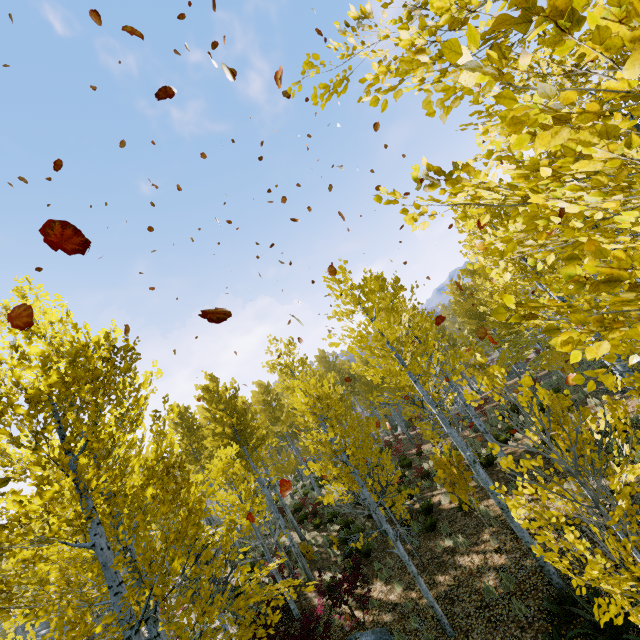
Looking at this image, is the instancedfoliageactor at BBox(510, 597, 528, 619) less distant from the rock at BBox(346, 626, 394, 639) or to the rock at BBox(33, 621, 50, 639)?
the rock at BBox(33, 621, 50, 639)

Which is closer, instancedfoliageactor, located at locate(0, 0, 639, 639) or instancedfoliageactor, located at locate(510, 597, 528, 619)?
instancedfoliageactor, located at locate(0, 0, 639, 639)

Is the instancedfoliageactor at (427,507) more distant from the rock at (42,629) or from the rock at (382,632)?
the rock at (382,632)

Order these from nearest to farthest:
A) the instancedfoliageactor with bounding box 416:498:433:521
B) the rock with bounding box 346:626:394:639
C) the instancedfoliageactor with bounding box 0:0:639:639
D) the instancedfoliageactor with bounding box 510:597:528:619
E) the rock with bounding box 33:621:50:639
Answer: the instancedfoliageactor with bounding box 0:0:639:639, the instancedfoliageactor with bounding box 510:597:528:619, the rock with bounding box 346:626:394:639, the instancedfoliageactor with bounding box 416:498:433:521, the rock with bounding box 33:621:50:639

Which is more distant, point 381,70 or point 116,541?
point 116,541

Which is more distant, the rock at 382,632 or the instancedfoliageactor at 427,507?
the instancedfoliageactor at 427,507

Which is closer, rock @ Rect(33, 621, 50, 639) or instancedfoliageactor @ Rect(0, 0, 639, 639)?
instancedfoliageactor @ Rect(0, 0, 639, 639)

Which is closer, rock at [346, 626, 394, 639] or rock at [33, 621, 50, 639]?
rock at [346, 626, 394, 639]
